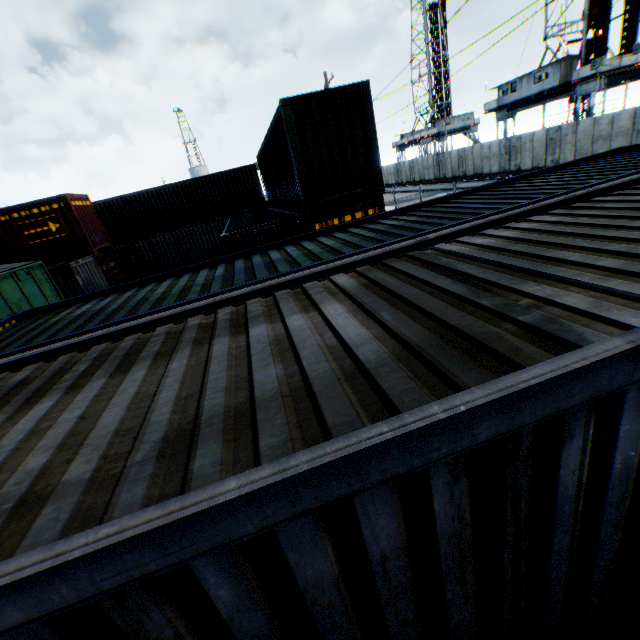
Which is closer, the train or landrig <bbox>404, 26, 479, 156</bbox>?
the train

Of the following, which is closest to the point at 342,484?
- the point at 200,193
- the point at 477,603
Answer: the point at 477,603

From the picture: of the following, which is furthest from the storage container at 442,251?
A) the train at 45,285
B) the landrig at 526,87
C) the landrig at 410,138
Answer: the landrig at 410,138

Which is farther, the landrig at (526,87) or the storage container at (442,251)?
the landrig at (526,87)

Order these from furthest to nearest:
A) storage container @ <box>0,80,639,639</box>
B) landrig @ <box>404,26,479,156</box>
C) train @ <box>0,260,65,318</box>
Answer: landrig @ <box>404,26,479,156</box>
train @ <box>0,260,65,318</box>
storage container @ <box>0,80,639,639</box>

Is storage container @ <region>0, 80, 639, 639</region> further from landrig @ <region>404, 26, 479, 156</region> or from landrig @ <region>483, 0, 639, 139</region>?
landrig @ <region>404, 26, 479, 156</region>

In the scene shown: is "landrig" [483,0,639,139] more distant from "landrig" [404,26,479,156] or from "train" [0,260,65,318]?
"train" [0,260,65,318]

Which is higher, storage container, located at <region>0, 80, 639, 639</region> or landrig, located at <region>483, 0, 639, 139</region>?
landrig, located at <region>483, 0, 639, 139</region>
